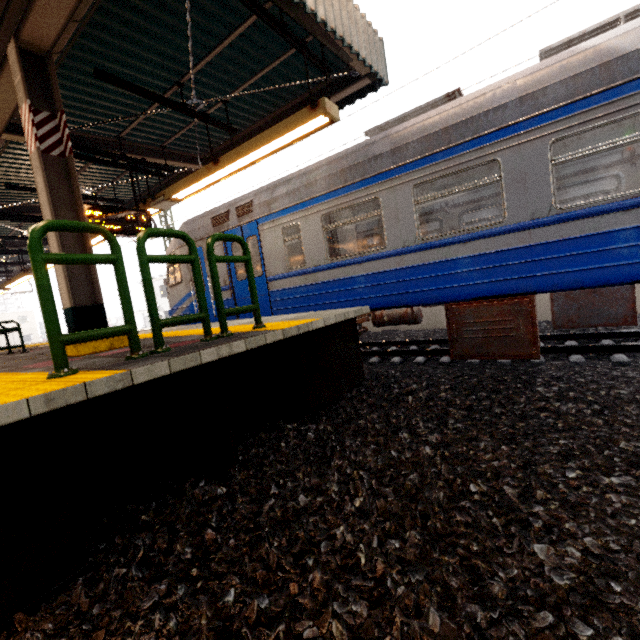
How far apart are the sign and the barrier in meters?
4.3

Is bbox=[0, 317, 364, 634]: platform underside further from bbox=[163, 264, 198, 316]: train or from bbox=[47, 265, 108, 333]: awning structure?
bbox=[47, 265, 108, 333]: awning structure

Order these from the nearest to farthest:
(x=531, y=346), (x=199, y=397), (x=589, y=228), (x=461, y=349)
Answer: (x=199, y=397) < (x=589, y=228) < (x=531, y=346) < (x=461, y=349)

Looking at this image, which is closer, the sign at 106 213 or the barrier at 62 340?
the barrier at 62 340

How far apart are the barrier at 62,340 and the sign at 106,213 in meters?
4.3 m

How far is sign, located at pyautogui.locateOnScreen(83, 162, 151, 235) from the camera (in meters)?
6.17

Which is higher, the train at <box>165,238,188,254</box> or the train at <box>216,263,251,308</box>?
the train at <box>165,238,188,254</box>

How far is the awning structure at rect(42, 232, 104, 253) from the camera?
3.8 meters
